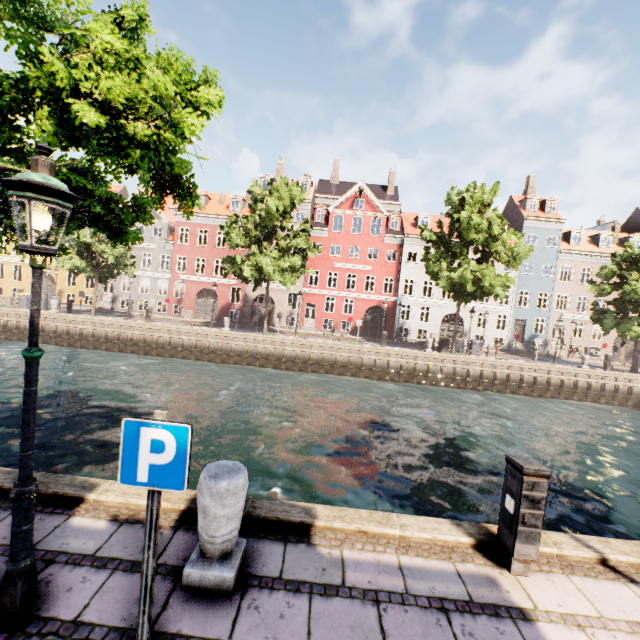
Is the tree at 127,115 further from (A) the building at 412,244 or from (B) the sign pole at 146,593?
(A) the building at 412,244

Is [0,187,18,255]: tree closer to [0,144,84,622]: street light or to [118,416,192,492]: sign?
[0,144,84,622]: street light

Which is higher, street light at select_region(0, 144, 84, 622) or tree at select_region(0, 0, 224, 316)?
tree at select_region(0, 0, 224, 316)

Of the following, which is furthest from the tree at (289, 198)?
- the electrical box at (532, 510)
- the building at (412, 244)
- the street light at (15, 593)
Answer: the electrical box at (532, 510)

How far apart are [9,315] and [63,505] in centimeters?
2979cm

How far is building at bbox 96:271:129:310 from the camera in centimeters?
3444cm

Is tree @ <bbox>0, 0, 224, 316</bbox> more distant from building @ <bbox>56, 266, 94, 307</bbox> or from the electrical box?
the electrical box

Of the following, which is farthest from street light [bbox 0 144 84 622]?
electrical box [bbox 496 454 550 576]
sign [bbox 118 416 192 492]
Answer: electrical box [bbox 496 454 550 576]
